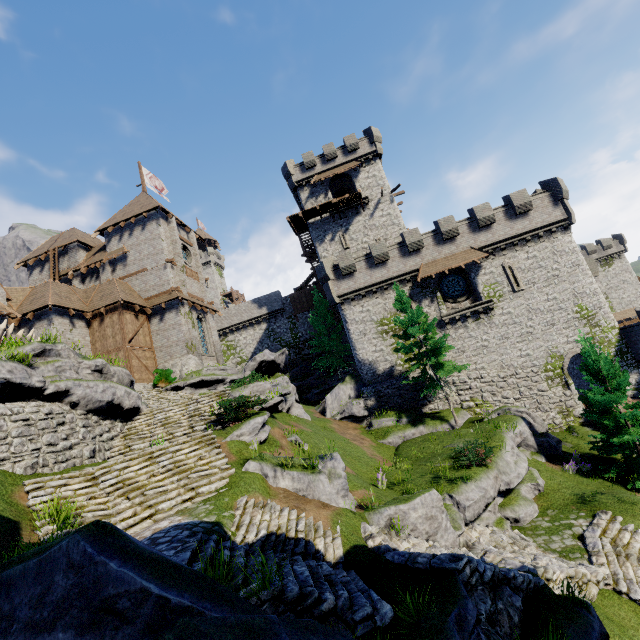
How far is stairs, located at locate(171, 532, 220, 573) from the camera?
5.57m

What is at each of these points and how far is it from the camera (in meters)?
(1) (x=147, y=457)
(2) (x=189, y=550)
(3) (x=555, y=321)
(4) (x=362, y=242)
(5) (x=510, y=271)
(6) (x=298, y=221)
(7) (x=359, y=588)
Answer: (1) stairs, 11.45
(2) stairs, 6.00
(3) building tower, 24.94
(4) building, 34.62
(5) window slit, 26.09
(6) walkway, 35.88
(7) stairs, 6.72

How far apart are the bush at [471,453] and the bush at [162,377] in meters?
19.3

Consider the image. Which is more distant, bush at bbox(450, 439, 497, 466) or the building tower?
the building tower

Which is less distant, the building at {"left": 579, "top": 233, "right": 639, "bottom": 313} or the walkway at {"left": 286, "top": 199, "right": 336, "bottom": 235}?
the walkway at {"left": 286, "top": 199, "right": 336, "bottom": 235}

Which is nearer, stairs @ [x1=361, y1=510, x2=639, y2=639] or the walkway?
stairs @ [x1=361, y1=510, x2=639, y2=639]

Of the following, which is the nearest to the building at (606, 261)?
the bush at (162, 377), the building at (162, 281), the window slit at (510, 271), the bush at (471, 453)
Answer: the window slit at (510, 271)

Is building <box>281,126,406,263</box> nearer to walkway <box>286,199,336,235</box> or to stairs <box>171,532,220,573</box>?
walkway <box>286,199,336,235</box>
